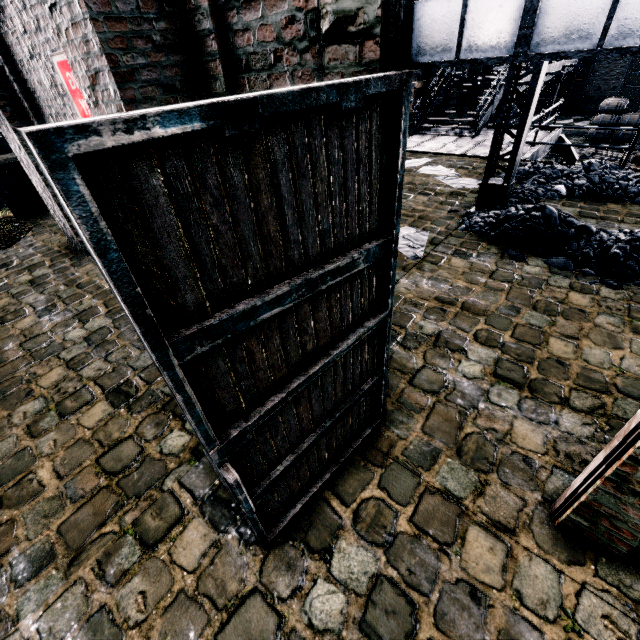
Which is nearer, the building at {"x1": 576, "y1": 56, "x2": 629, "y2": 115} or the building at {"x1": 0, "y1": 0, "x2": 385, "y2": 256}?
the building at {"x1": 0, "y1": 0, "x2": 385, "y2": 256}

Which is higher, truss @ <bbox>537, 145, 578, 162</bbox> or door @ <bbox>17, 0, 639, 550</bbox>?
door @ <bbox>17, 0, 639, 550</bbox>

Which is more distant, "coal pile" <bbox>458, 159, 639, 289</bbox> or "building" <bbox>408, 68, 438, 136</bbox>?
"building" <bbox>408, 68, 438, 136</bbox>

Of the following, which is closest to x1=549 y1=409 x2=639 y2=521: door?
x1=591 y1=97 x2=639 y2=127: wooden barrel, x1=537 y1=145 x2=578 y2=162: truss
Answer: x1=537 y1=145 x2=578 y2=162: truss

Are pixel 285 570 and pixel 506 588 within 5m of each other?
yes

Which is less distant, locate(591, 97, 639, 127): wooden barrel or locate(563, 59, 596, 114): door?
locate(591, 97, 639, 127): wooden barrel

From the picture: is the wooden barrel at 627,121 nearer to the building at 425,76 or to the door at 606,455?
the building at 425,76
